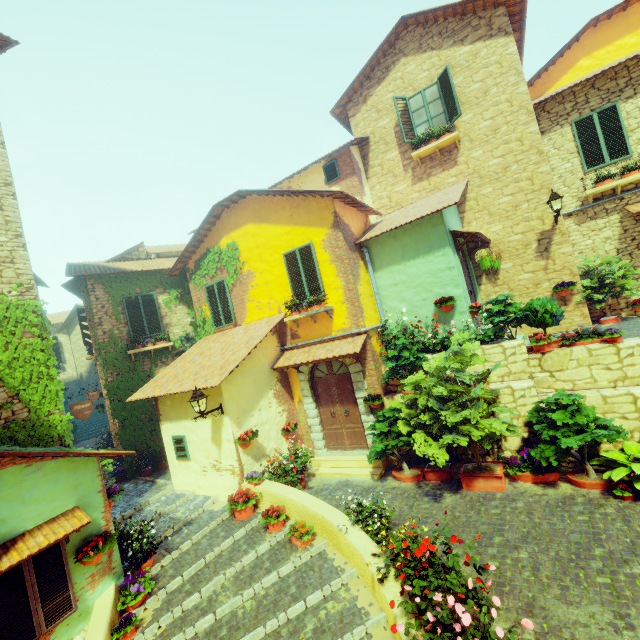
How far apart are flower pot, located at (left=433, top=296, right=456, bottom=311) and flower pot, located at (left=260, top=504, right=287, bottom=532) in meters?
6.3

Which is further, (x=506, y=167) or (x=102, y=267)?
(x=102, y=267)

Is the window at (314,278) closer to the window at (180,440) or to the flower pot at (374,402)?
the flower pot at (374,402)

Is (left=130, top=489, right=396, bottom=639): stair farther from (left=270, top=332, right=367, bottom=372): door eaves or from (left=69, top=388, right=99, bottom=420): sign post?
(left=270, top=332, right=367, bottom=372): door eaves

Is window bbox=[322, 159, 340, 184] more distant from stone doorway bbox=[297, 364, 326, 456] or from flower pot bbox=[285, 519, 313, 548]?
flower pot bbox=[285, 519, 313, 548]

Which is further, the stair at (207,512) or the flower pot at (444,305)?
the flower pot at (444,305)

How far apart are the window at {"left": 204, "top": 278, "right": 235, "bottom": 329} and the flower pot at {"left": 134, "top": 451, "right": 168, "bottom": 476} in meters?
5.2

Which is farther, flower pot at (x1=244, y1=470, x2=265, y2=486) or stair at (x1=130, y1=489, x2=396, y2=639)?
flower pot at (x1=244, y1=470, x2=265, y2=486)
